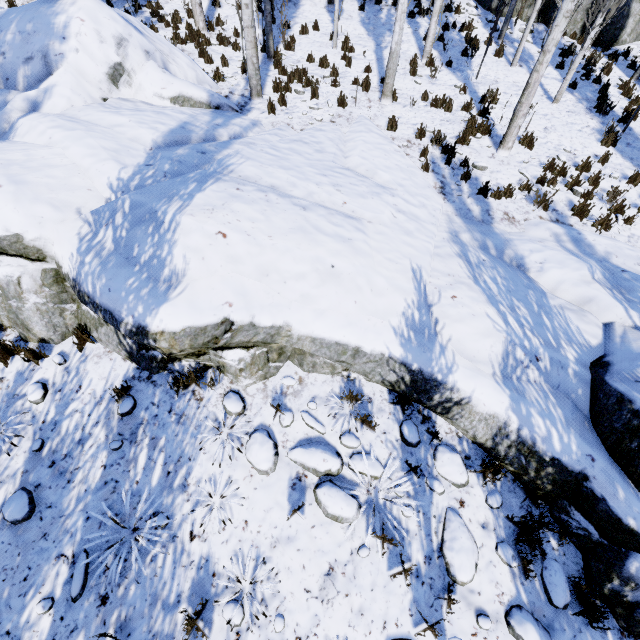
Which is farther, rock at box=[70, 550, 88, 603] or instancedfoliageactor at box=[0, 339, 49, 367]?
instancedfoliageactor at box=[0, 339, 49, 367]

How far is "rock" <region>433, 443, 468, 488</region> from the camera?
4.19m

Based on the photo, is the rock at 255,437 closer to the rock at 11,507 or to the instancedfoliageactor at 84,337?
the instancedfoliageactor at 84,337

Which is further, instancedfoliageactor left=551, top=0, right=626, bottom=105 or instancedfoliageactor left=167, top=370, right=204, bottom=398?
instancedfoliageactor left=551, top=0, right=626, bottom=105

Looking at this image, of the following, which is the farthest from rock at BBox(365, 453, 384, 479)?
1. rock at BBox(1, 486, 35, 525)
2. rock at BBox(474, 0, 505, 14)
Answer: rock at BBox(474, 0, 505, 14)

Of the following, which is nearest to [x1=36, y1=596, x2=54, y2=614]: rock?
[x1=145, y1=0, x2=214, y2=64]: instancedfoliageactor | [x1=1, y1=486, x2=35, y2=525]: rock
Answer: [x1=145, y1=0, x2=214, y2=64]: instancedfoliageactor

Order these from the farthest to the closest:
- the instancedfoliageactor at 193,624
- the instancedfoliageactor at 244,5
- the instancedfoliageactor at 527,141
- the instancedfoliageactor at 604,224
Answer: the instancedfoliageactor at 527,141 < the instancedfoliageactor at 244,5 < the instancedfoliageactor at 604,224 < the instancedfoliageactor at 193,624

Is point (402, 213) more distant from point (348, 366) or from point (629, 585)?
point (629, 585)
